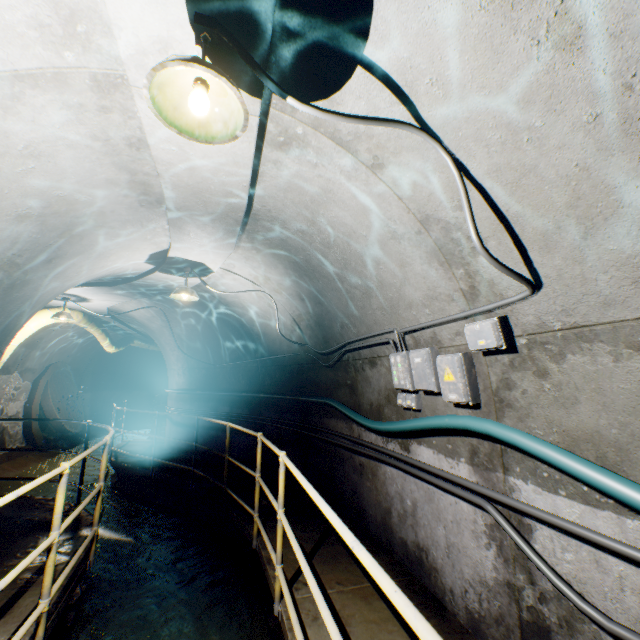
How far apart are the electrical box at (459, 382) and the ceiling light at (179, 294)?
3.5m

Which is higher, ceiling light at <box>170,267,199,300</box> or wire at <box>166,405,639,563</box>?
ceiling light at <box>170,267,199,300</box>

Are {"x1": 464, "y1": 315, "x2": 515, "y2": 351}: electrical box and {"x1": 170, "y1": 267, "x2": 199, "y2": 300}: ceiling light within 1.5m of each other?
no

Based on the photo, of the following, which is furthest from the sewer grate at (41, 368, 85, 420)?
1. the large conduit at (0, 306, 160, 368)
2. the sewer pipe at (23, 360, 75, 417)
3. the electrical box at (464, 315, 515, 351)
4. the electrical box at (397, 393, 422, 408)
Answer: the electrical box at (464, 315, 515, 351)

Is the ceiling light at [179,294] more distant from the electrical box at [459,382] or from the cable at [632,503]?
the electrical box at [459,382]

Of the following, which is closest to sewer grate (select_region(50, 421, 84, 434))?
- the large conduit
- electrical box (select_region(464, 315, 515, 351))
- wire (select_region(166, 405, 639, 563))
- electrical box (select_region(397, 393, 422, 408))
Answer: the large conduit

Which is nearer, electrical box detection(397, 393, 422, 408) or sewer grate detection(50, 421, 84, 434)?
electrical box detection(397, 393, 422, 408)

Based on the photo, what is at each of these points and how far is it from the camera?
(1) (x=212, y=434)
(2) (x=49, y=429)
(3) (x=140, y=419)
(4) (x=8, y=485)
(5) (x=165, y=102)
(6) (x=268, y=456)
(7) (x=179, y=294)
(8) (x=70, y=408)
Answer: (1) building tunnel, 8.0 meters
(2) sewer pipe, 12.2 meters
(3) building tunnel, 18.0 meters
(4) building tunnel, 8.3 meters
(5) ceiling light, 1.6 meters
(6) building tunnel, 6.8 meters
(7) ceiling light, 5.3 meters
(8) sewer grate, 12.0 meters
